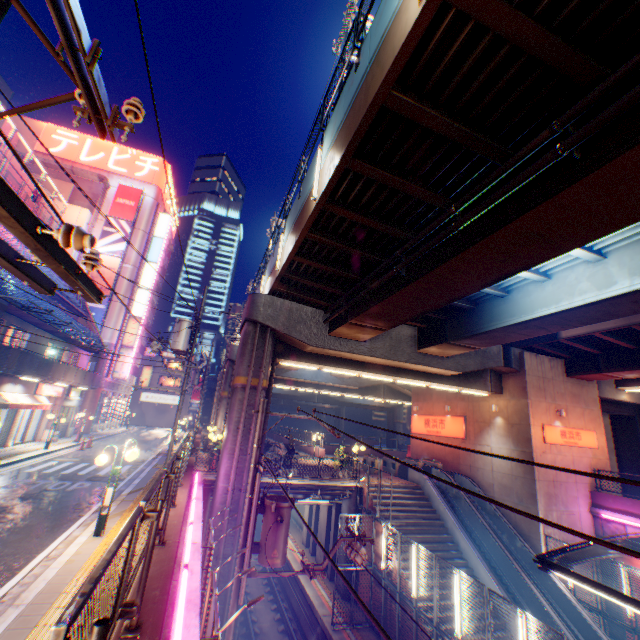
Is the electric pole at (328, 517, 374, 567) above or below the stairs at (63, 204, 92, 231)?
below

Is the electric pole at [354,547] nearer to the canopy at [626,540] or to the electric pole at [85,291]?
the canopy at [626,540]

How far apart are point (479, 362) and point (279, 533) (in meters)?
15.55

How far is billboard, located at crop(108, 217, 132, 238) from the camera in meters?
35.7

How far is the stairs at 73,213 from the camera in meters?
32.5 m

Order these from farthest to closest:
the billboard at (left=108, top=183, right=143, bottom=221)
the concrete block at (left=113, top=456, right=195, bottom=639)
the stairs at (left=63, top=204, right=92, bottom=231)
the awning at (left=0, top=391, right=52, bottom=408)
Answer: the billboard at (left=108, top=183, right=143, bottom=221) → the stairs at (left=63, top=204, right=92, bottom=231) → the awning at (left=0, top=391, right=52, bottom=408) → the concrete block at (left=113, top=456, right=195, bottom=639)

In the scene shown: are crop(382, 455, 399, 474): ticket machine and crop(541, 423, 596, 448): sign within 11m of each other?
yes

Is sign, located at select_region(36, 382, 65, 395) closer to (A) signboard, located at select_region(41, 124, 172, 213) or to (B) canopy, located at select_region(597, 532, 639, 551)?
(A) signboard, located at select_region(41, 124, 172, 213)
